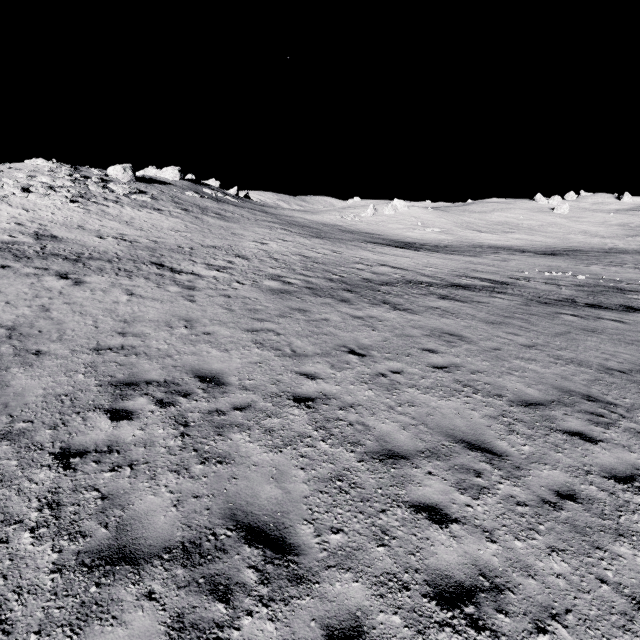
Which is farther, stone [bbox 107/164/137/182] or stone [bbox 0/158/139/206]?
stone [bbox 107/164/137/182]

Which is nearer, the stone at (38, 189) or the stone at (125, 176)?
the stone at (38, 189)

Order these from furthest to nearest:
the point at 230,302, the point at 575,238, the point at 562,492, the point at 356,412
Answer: the point at 575,238 < the point at 230,302 < the point at 356,412 < the point at 562,492

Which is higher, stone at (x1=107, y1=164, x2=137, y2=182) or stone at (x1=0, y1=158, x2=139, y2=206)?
stone at (x1=107, y1=164, x2=137, y2=182)

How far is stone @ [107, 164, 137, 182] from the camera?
42.5 meters

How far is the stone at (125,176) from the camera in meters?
42.5
